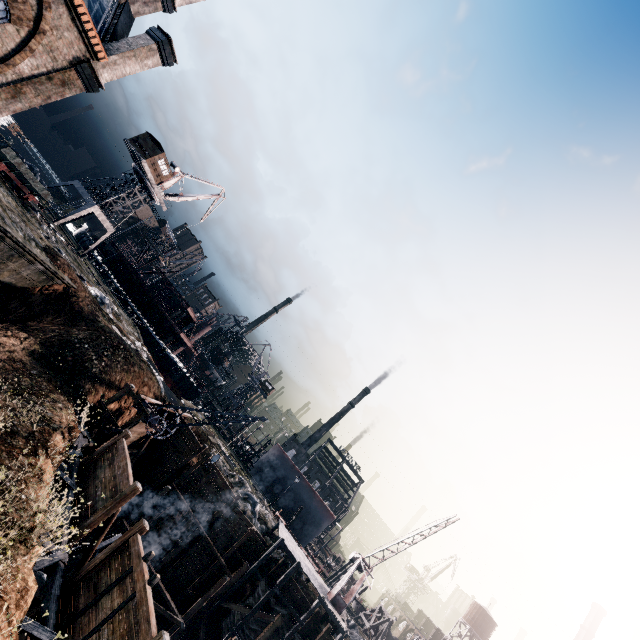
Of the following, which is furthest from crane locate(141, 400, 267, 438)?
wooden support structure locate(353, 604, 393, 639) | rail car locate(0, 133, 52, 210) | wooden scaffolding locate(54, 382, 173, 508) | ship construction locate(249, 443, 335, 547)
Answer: wooden support structure locate(353, 604, 393, 639)

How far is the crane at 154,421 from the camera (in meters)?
22.19

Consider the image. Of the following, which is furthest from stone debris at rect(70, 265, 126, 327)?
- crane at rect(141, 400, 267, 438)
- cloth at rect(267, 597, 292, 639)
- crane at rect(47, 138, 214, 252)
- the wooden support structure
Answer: the wooden support structure

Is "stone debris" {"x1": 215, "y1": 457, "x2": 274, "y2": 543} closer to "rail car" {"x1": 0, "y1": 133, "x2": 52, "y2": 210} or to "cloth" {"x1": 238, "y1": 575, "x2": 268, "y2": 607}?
"cloth" {"x1": 238, "y1": 575, "x2": 268, "y2": 607}

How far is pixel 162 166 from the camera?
47.5m

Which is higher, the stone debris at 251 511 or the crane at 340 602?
the crane at 340 602

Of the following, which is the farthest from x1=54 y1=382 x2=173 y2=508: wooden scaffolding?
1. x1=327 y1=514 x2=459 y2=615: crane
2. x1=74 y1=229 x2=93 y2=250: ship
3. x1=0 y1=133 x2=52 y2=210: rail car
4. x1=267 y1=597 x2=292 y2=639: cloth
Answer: x1=74 y1=229 x2=93 y2=250: ship

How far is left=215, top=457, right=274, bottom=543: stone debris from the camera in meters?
30.9 m
